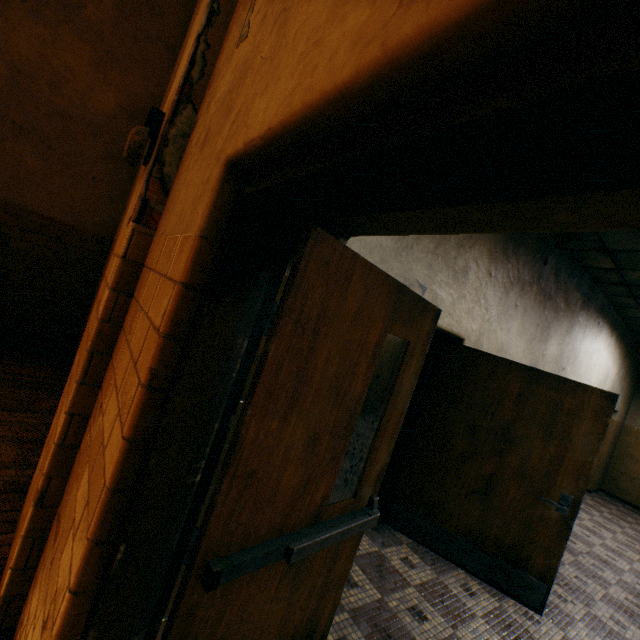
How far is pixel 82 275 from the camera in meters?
4.9 m

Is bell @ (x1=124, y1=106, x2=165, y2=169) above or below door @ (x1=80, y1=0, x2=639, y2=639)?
above

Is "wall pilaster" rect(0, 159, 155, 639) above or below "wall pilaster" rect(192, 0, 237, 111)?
below

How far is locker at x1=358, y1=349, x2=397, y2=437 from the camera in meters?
6.7

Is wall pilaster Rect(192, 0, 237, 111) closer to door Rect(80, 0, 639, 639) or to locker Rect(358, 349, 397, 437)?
door Rect(80, 0, 639, 639)

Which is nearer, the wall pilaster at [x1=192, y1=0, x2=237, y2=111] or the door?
the door

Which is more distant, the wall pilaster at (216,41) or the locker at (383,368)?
the locker at (383,368)

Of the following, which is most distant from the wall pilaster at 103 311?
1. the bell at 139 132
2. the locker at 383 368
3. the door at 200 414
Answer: the locker at 383 368
